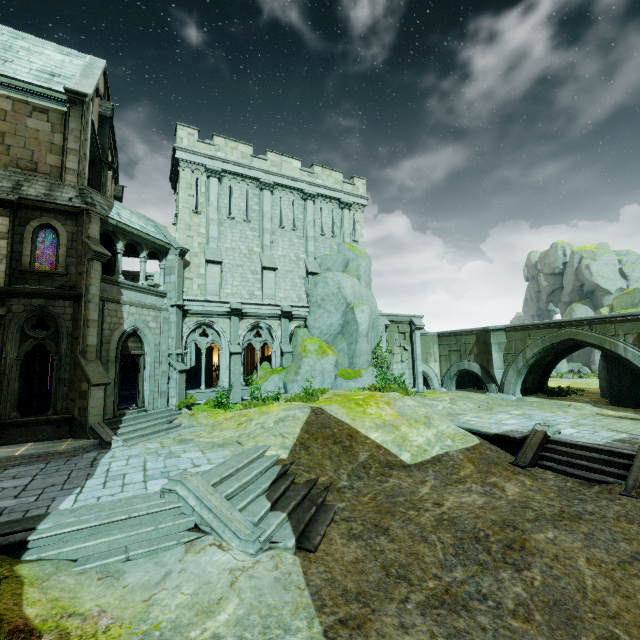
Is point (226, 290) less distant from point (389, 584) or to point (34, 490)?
point (34, 490)

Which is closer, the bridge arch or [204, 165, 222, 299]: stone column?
[204, 165, 222, 299]: stone column

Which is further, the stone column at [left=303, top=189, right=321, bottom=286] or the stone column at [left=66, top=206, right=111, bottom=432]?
the stone column at [left=303, top=189, right=321, bottom=286]

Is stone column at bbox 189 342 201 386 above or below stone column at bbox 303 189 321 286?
below

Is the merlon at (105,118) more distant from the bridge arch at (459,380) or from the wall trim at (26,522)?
the bridge arch at (459,380)

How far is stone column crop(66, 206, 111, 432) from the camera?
12.1m

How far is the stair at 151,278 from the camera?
24.0 meters

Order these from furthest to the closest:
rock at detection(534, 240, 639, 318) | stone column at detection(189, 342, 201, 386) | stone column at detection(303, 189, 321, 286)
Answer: rock at detection(534, 240, 639, 318) → stone column at detection(189, 342, 201, 386) → stone column at detection(303, 189, 321, 286)
